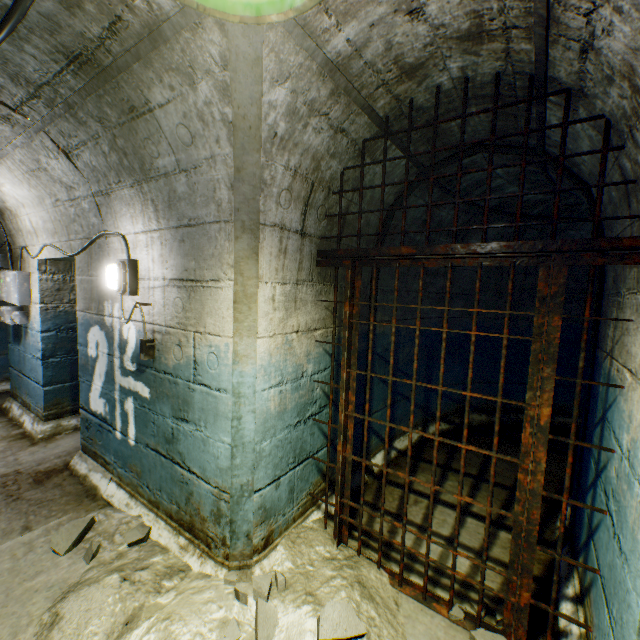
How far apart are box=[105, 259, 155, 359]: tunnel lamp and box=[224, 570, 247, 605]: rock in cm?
155

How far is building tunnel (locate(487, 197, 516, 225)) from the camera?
3.8m

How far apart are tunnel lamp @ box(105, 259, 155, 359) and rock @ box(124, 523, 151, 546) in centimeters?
127cm

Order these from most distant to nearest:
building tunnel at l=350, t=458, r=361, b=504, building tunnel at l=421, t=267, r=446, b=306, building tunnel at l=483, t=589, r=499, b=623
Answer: building tunnel at l=421, t=267, r=446, b=306 → building tunnel at l=350, t=458, r=361, b=504 → building tunnel at l=483, t=589, r=499, b=623

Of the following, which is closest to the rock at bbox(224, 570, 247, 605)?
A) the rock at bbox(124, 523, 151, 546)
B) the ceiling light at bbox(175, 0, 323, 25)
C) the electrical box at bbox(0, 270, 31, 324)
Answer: the rock at bbox(124, 523, 151, 546)

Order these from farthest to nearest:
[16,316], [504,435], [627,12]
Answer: [504,435]
[16,316]
[627,12]

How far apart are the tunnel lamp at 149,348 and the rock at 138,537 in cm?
127

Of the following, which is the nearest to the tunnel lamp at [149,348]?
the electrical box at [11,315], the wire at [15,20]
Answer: the wire at [15,20]
